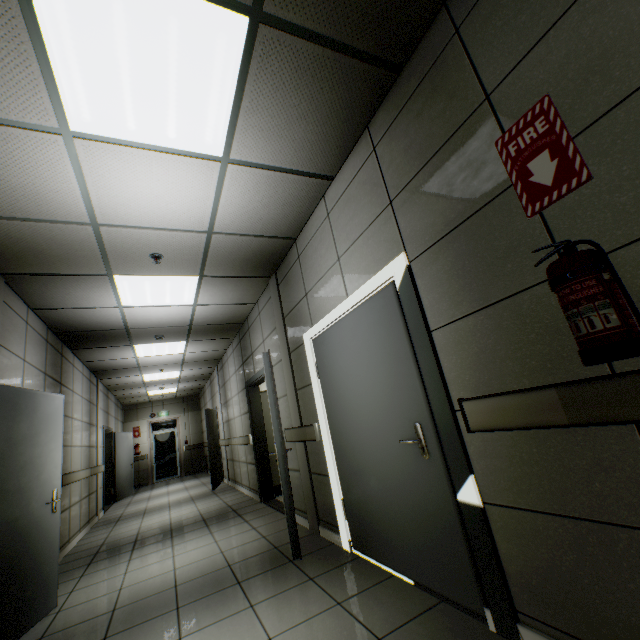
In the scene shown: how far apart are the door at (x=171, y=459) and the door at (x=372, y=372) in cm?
1302

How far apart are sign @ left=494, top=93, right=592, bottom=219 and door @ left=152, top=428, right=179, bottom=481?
15.51m

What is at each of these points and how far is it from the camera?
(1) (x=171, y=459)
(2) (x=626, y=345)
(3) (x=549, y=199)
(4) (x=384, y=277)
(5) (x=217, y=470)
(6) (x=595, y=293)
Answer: (1) door, 13.66m
(2) fire extinguisher stand, 1.04m
(3) sign, 1.38m
(4) doorway, 2.37m
(5) door, 8.80m
(6) fire extinguisher, 1.11m

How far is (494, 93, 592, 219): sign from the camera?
1.30m

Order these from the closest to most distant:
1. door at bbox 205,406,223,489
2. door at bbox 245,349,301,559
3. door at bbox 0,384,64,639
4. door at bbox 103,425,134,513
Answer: door at bbox 0,384,64,639 → door at bbox 245,349,301,559 → door at bbox 205,406,223,489 → door at bbox 103,425,134,513

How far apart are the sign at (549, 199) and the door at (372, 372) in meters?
1.0 m

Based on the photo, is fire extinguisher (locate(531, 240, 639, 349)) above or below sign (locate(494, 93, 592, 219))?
below

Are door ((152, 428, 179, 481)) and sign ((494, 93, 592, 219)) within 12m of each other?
no
